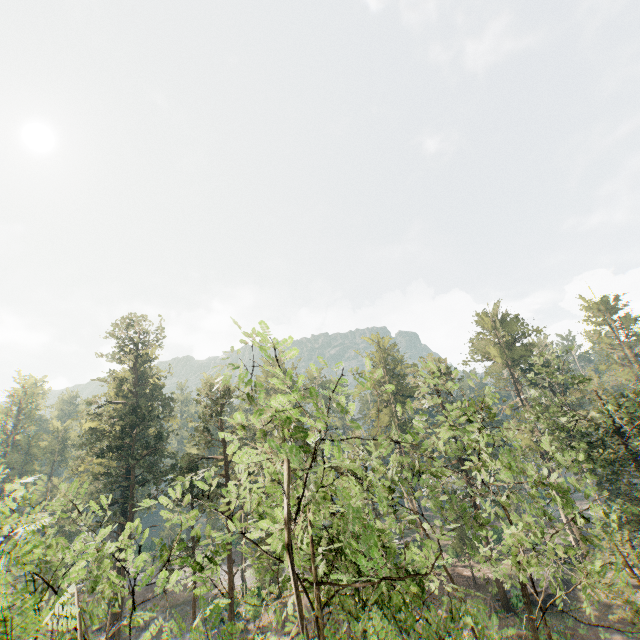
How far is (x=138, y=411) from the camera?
49.03m
